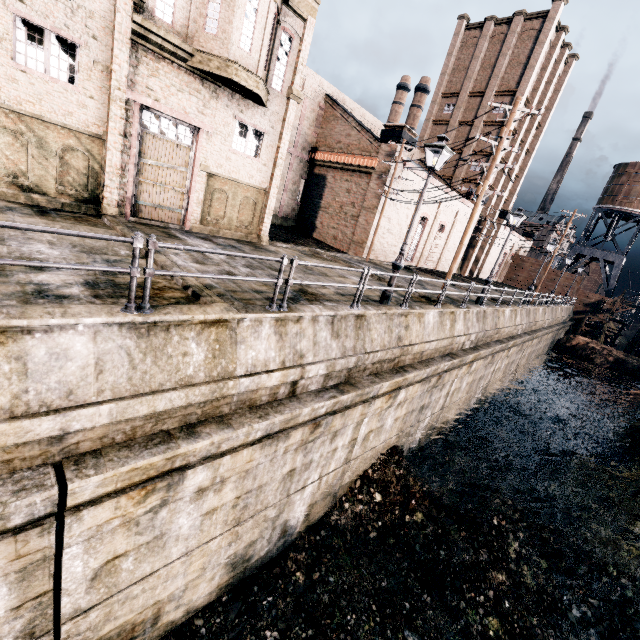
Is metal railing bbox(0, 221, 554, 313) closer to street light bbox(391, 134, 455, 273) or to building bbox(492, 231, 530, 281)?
street light bbox(391, 134, 455, 273)

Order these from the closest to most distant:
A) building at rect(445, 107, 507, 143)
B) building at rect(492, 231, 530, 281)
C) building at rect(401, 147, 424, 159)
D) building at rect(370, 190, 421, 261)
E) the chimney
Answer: building at rect(401, 147, 424, 159)
building at rect(370, 190, 421, 261)
building at rect(445, 107, 507, 143)
building at rect(492, 231, 530, 281)
the chimney

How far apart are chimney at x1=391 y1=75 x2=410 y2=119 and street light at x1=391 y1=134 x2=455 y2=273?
57.4 meters

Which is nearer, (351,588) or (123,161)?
(351,588)

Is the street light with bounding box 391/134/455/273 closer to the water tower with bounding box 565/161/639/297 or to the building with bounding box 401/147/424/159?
the building with bounding box 401/147/424/159

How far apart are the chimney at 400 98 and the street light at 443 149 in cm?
5739

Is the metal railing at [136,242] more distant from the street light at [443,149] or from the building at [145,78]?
the building at [145,78]

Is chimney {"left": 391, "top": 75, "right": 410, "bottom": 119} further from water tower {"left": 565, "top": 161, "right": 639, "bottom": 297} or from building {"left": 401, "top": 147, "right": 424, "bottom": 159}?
water tower {"left": 565, "top": 161, "right": 639, "bottom": 297}
